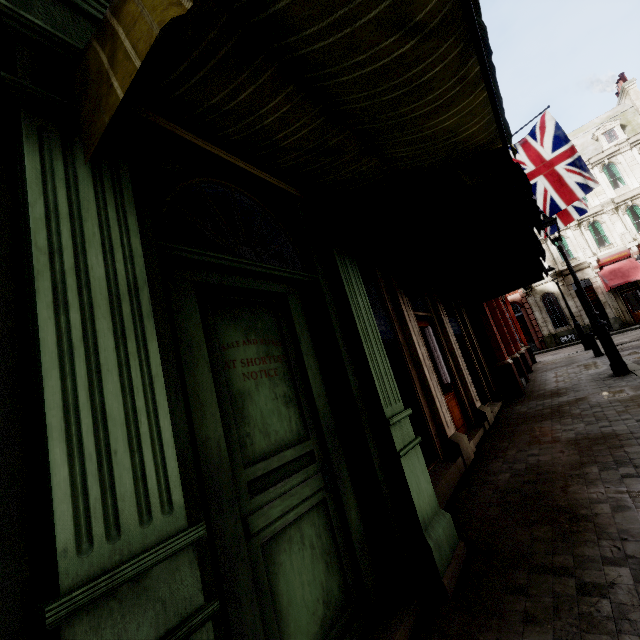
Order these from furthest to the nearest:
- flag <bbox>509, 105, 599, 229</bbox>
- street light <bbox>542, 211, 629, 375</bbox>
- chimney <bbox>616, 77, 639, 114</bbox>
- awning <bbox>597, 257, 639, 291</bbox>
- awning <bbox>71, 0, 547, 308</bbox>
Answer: chimney <bbox>616, 77, 639, 114</bbox>
awning <bbox>597, 257, 639, 291</bbox>
flag <bbox>509, 105, 599, 229</bbox>
street light <bbox>542, 211, 629, 375</bbox>
awning <bbox>71, 0, 547, 308</bbox>

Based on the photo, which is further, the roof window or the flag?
the roof window

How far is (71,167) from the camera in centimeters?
157cm

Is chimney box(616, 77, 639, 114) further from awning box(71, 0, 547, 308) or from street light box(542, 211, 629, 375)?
awning box(71, 0, 547, 308)

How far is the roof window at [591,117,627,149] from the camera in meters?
26.6

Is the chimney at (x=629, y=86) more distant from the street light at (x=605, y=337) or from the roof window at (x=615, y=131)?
the street light at (x=605, y=337)

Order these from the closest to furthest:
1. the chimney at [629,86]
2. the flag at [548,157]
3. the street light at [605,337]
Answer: the street light at [605,337], the flag at [548,157], the chimney at [629,86]

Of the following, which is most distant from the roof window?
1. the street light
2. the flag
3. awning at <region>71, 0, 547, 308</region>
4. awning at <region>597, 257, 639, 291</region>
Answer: awning at <region>71, 0, 547, 308</region>
